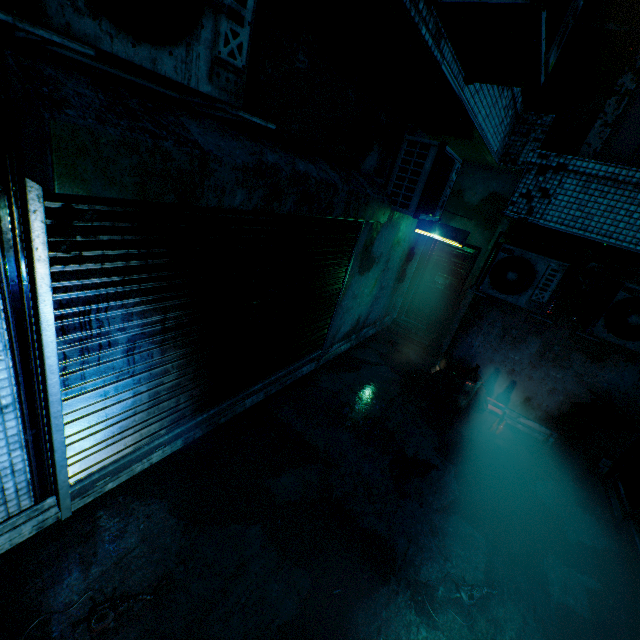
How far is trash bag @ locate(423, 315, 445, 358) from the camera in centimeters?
676cm

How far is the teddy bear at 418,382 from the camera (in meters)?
5.48

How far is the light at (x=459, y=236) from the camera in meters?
5.9 m

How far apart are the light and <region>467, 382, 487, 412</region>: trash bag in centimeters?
253cm

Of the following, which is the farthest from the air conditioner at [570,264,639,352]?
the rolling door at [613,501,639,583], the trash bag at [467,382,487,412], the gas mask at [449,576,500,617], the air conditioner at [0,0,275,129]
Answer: the air conditioner at [0,0,275,129]

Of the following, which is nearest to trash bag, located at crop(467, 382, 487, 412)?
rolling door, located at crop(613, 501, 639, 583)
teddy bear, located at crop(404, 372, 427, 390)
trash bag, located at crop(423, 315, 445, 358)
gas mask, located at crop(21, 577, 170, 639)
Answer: teddy bear, located at crop(404, 372, 427, 390)

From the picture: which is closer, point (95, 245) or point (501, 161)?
point (95, 245)

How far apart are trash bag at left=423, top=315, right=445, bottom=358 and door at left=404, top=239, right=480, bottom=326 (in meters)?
0.72
